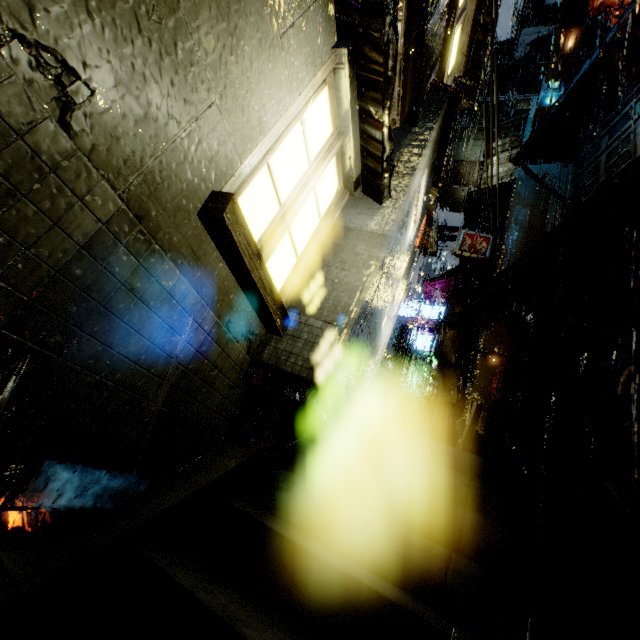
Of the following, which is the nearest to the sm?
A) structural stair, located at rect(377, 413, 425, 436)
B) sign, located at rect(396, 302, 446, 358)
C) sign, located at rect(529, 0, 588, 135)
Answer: structural stair, located at rect(377, 413, 425, 436)

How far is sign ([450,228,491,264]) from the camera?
15.64m

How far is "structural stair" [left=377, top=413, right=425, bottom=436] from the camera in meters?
10.9

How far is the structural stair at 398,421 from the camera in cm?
1091

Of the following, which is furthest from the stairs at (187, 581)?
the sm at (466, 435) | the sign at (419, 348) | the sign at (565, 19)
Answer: the sign at (419, 348)

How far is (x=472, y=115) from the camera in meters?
20.9

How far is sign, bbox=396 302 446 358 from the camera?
22.7 meters

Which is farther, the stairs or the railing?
the railing
